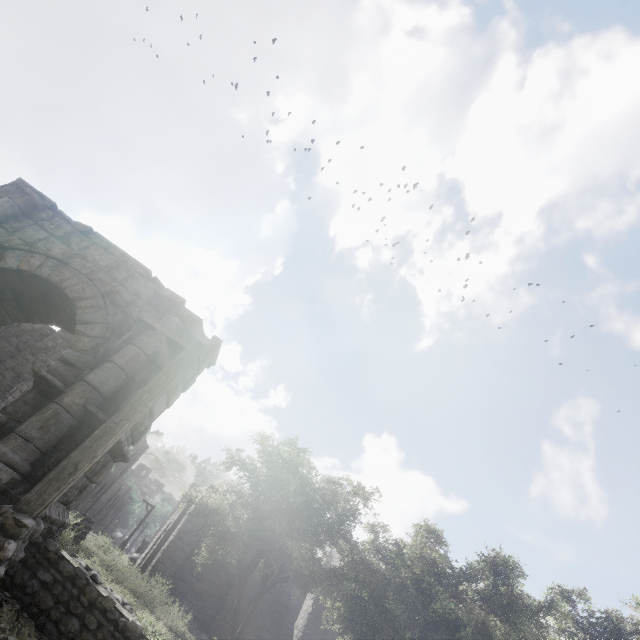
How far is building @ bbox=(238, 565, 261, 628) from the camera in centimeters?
1896cm

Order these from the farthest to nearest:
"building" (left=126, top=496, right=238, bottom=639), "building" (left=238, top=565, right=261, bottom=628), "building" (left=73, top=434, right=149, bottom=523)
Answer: "building" (left=73, top=434, right=149, bottom=523) < "building" (left=238, top=565, right=261, bottom=628) < "building" (left=126, top=496, right=238, bottom=639)

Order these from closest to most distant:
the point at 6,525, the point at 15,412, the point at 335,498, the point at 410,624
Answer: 1. the point at 6,525
2. the point at 15,412
3. the point at 410,624
4. the point at 335,498

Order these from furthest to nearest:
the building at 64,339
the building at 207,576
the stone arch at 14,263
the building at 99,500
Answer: the building at 99,500, the building at 207,576, the building at 64,339, the stone arch at 14,263

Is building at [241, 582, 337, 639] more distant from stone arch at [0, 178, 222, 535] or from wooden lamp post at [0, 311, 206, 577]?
wooden lamp post at [0, 311, 206, 577]

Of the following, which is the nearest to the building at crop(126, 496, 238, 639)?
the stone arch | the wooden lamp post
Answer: the stone arch

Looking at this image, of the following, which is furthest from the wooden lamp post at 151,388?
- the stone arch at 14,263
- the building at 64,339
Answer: the building at 64,339
